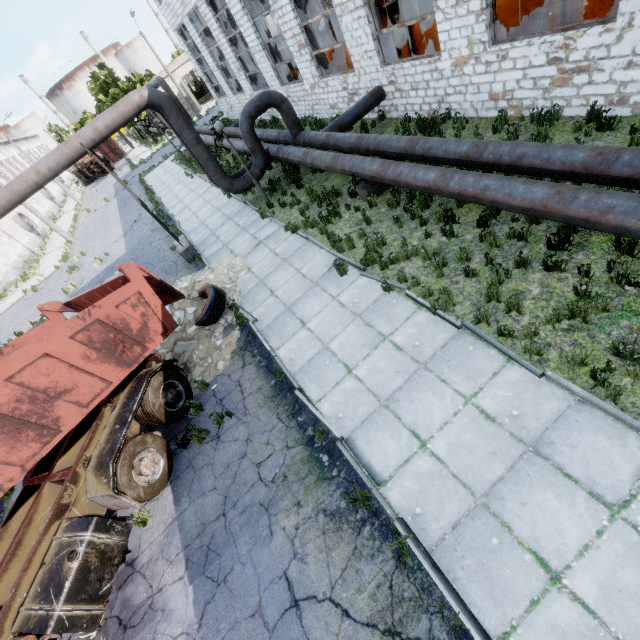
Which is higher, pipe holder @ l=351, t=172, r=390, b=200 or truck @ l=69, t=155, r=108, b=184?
truck @ l=69, t=155, r=108, b=184

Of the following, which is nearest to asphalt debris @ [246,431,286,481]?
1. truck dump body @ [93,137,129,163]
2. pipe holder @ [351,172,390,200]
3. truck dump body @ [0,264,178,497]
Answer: truck dump body @ [0,264,178,497]

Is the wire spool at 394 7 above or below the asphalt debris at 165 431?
above

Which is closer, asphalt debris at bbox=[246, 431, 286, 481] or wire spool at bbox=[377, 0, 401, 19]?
asphalt debris at bbox=[246, 431, 286, 481]

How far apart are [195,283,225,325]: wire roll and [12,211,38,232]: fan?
35.6m

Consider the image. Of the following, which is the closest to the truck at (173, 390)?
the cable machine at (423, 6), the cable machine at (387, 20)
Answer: the cable machine at (423, 6)

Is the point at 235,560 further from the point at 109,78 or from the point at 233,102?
the point at 109,78

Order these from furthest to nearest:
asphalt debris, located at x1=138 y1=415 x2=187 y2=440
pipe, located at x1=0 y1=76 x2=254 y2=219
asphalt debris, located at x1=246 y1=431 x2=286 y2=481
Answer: pipe, located at x1=0 y1=76 x2=254 y2=219
asphalt debris, located at x1=138 y1=415 x2=187 y2=440
asphalt debris, located at x1=246 y1=431 x2=286 y2=481
